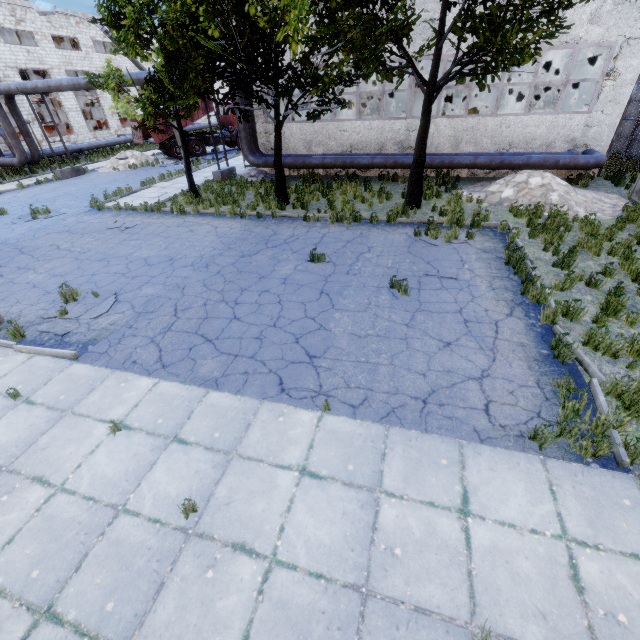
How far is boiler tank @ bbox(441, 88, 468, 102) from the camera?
23.4 meters

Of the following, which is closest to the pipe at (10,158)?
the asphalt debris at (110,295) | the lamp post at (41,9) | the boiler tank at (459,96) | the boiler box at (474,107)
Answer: the lamp post at (41,9)

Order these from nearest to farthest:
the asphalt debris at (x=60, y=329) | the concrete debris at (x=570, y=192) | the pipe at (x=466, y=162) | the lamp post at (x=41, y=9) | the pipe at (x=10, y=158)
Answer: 1. the asphalt debris at (x=60, y=329)
2. the concrete debris at (x=570, y=192)
3. the pipe at (x=466, y=162)
4. the lamp post at (x=41, y=9)
5. the pipe at (x=10, y=158)

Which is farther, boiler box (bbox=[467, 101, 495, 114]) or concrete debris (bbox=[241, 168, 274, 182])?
concrete debris (bbox=[241, 168, 274, 182])

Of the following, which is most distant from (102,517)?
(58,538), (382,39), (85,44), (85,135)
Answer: (85,44)

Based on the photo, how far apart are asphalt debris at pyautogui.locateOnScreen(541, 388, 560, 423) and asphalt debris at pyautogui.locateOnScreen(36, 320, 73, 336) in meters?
8.2

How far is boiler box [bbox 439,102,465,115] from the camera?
16.5 meters

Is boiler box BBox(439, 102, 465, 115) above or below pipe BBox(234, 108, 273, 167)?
above
